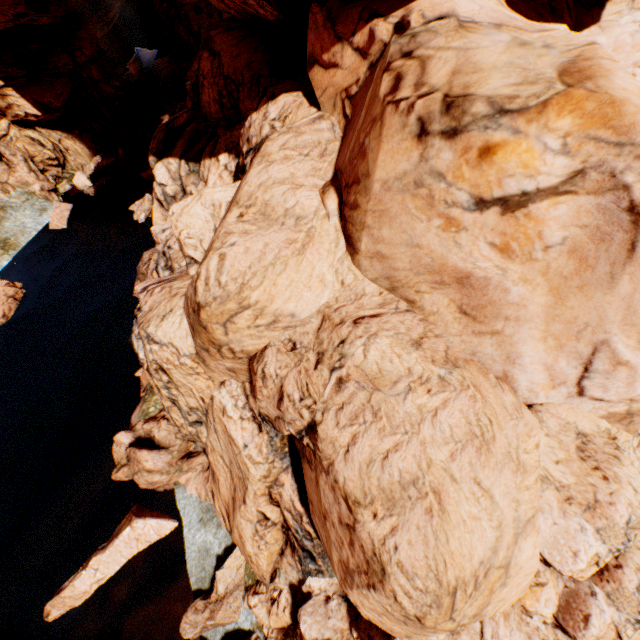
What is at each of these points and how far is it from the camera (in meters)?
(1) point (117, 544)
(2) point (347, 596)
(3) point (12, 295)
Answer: (1) rock, 11.58
(2) rock, 8.15
(3) rock, 20.72

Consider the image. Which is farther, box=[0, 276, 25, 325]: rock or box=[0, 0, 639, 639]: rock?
box=[0, 276, 25, 325]: rock

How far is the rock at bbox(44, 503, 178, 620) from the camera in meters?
11.0 m

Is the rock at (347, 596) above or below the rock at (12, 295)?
above

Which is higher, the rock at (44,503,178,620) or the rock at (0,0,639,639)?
the rock at (0,0,639,639)

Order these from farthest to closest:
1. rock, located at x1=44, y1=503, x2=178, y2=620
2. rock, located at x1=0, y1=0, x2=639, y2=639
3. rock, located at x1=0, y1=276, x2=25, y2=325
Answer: rock, located at x1=0, y1=276, x2=25, y2=325
rock, located at x1=44, y1=503, x2=178, y2=620
rock, located at x1=0, y1=0, x2=639, y2=639

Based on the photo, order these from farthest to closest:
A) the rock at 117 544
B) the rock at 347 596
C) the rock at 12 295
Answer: the rock at 12 295 < the rock at 117 544 < the rock at 347 596
